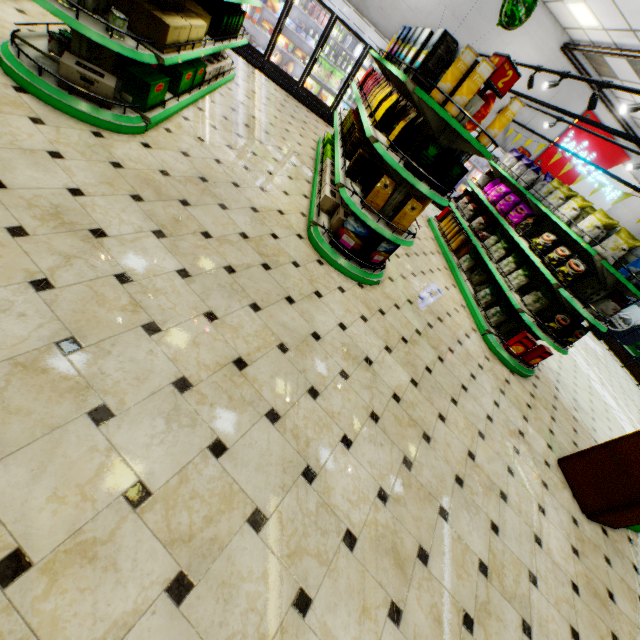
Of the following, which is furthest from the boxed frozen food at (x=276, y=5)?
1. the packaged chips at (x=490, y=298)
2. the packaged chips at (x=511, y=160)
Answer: the packaged chips at (x=490, y=298)

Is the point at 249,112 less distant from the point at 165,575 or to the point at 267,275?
the point at 267,275

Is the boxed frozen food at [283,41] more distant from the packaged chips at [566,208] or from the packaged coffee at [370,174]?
the packaged chips at [566,208]

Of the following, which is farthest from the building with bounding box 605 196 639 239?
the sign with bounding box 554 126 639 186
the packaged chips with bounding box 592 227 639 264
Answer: the packaged chips with bounding box 592 227 639 264

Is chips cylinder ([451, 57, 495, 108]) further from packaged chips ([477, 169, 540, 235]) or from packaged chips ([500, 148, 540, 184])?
packaged chips ([500, 148, 540, 184])

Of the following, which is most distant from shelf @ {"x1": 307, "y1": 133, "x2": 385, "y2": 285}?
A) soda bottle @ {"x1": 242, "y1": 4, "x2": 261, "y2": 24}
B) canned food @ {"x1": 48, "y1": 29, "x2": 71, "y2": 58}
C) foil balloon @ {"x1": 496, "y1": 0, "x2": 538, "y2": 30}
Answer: soda bottle @ {"x1": 242, "y1": 4, "x2": 261, "y2": 24}

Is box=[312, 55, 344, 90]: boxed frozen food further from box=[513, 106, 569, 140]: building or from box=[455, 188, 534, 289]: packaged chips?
box=[455, 188, 534, 289]: packaged chips

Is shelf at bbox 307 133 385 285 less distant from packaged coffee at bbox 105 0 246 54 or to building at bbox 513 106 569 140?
building at bbox 513 106 569 140
